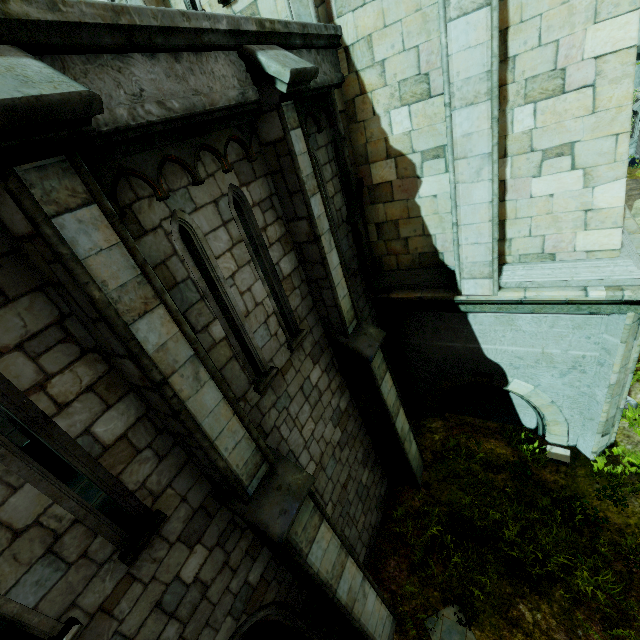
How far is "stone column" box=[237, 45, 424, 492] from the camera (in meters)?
4.09

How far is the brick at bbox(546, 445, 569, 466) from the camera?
7.91m

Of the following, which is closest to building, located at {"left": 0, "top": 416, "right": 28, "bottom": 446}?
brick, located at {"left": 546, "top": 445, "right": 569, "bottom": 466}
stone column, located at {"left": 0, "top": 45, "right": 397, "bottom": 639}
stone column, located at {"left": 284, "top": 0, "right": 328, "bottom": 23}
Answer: stone column, located at {"left": 284, "top": 0, "right": 328, "bottom": 23}

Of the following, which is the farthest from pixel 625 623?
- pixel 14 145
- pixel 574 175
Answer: pixel 14 145

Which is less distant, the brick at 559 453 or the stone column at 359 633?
the stone column at 359 633

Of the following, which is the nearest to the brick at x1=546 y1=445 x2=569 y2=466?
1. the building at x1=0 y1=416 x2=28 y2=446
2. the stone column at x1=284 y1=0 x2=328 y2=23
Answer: the building at x1=0 y1=416 x2=28 y2=446

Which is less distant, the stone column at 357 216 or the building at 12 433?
the stone column at 357 216

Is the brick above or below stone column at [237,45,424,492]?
below
